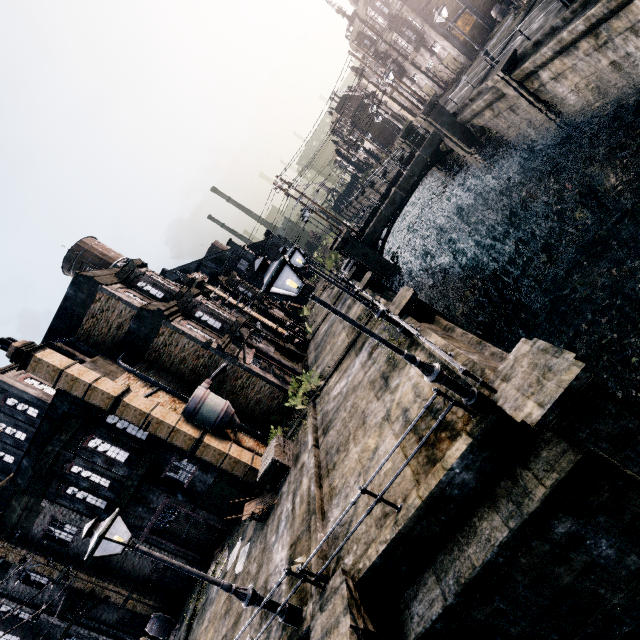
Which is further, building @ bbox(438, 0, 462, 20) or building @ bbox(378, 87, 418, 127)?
building @ bbox(378, 87, 418, 127)

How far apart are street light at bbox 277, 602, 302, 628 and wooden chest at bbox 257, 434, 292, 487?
7.17m

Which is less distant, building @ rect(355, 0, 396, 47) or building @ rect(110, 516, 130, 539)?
building @ rect(110, 516, 130, 539)

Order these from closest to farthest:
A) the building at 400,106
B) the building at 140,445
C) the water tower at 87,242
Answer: the building at 140,445 < the water tower at 87,242 < the building at 400,106

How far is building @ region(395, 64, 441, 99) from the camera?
42.1m

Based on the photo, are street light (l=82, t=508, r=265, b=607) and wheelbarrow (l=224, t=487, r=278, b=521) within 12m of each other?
yes

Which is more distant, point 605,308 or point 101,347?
point 101,347

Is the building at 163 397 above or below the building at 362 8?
below
